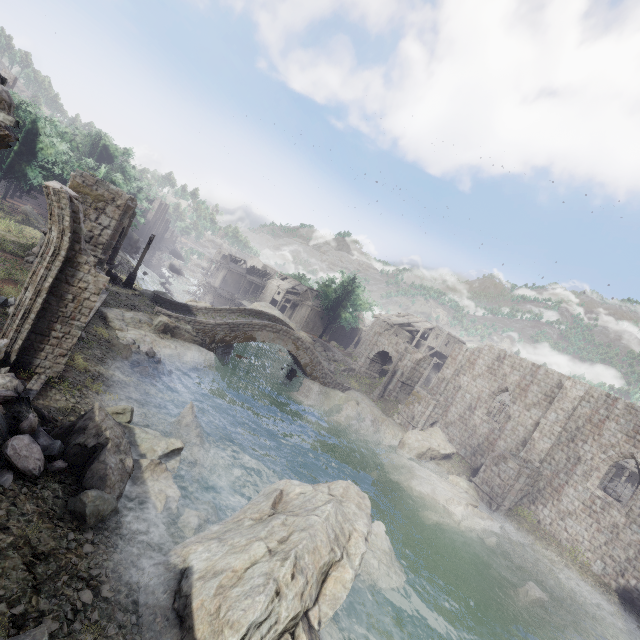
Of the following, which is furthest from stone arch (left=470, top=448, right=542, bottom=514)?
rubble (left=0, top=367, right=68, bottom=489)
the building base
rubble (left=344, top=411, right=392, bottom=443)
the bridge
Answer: rubble (left=0, top=367, right=68, bottom=489)

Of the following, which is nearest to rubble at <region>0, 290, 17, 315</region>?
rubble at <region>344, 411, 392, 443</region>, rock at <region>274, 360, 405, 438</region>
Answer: rock at <region>274, 360, 405, 438</region>

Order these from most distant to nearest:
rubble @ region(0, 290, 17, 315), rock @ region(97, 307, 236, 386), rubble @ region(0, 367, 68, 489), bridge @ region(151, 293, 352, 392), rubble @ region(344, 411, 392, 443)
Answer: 1. rubble @ region(344, 411, 392, 443)
2. bridge @ region(151, 293, 352, 392)
3. rock @ region(97, 307, 236, 386)
4. rubble @ region(0, 290, 17, 315)
5. rubble @ region(0, 367, 68, 489)

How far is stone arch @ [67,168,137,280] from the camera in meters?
17.2 m

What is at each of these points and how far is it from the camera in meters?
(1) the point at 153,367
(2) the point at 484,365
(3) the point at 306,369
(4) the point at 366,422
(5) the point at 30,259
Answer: (1) rubble, 16.6
(2) building, 28.7
(3) bridge, 29.9
(4) rubble, 27.5
(5) stone arch, 17.1

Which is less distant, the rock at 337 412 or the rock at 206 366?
the rock at 206 366

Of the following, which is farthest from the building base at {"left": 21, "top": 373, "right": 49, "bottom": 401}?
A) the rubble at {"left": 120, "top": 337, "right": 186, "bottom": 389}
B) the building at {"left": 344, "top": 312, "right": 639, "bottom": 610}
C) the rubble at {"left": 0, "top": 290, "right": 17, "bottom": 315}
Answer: the building at {"left": 344, "top": 312, "right": 639, "bottom": 610}

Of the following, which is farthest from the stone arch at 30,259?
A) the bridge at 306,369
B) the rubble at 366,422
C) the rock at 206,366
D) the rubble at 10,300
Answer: the rubble at 366,422
